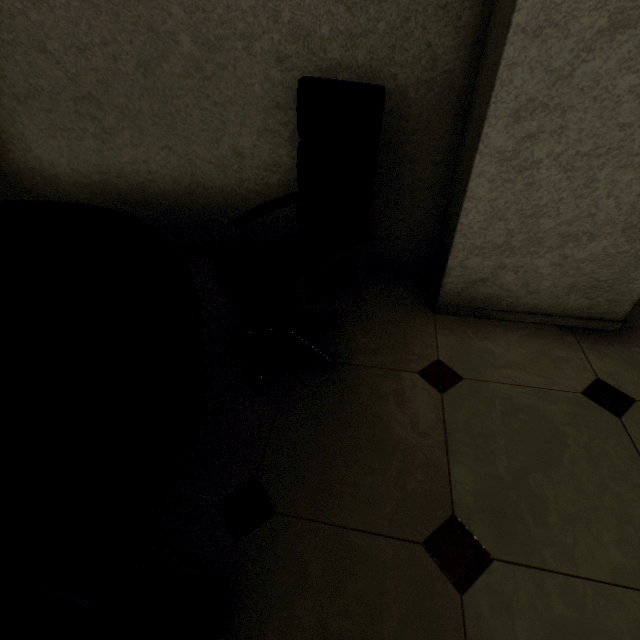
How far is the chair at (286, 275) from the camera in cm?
112

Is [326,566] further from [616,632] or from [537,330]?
[537,330]

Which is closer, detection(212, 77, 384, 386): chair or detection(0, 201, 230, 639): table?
detection(0, 201, 230, 639): table

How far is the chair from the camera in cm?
112

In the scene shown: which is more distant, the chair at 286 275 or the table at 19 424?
the chair at 286 275
